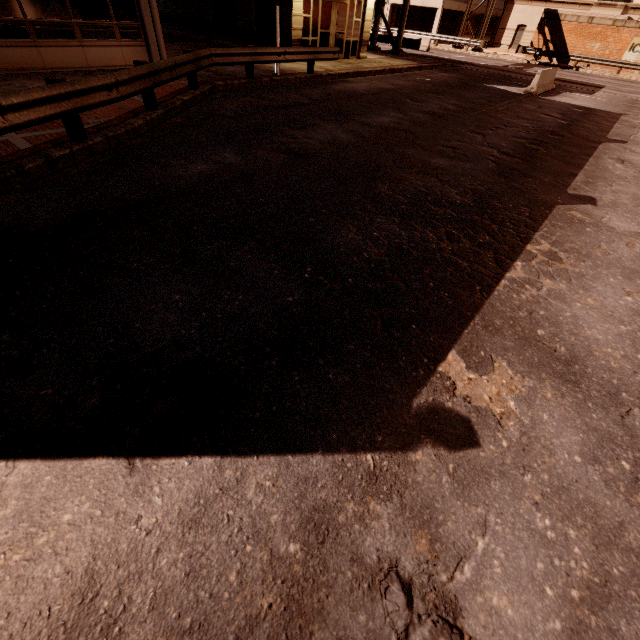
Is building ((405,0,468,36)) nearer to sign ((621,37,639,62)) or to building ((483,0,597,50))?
building ((483,0,597,50))

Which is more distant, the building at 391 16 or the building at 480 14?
the building at 480 14

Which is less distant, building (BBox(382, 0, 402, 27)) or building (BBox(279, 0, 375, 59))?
building (BBox(279, 0, 375, 59))

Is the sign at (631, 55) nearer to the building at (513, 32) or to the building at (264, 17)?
the building at (513, 32)

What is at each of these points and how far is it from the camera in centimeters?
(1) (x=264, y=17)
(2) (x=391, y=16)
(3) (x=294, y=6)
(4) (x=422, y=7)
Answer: (1) building, 1659cm
(2) building, 4022cm
(3) building, 1538cm
(4) building, 4241cm

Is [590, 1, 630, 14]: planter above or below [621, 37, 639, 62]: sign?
above

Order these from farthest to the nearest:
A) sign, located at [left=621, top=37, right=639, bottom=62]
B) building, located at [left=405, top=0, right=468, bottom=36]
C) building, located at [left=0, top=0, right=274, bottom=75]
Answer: building, located at [left=405, top=0, right=468, bottom=36]
sign, located at [left=621, top=37, right=639, bottom=62]
building, located at [left=0, top=0, right=274, bottom=75]

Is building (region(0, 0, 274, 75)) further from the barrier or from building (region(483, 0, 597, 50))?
building (region(483, 0, 597, 50))
